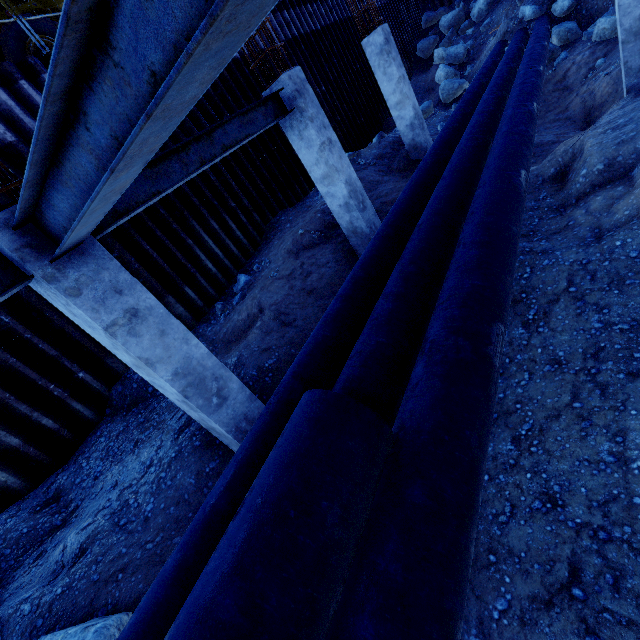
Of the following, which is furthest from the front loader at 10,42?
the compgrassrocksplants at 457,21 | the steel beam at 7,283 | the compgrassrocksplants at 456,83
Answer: the compgrassrocksplants at 457,21

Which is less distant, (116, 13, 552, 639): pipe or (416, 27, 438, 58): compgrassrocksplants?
(116, 13, 552, 639): pipe

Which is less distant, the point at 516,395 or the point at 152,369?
the point at 152,369

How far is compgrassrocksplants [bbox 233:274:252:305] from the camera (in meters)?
8.12

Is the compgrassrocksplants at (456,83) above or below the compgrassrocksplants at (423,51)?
below

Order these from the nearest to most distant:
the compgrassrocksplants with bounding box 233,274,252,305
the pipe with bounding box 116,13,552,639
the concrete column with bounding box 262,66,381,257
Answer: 1. the pipe with bounding box 116,13,552,639
2. the concrete column with bounding box 262,66,381,257
3. the compgrassrocksplants with bounding box 233,274,252,305

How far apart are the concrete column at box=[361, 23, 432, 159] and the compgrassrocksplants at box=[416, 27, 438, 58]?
15.5 meters

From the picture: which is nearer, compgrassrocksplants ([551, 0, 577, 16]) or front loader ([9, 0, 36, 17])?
front loader ([9, 0, 36, 17])
